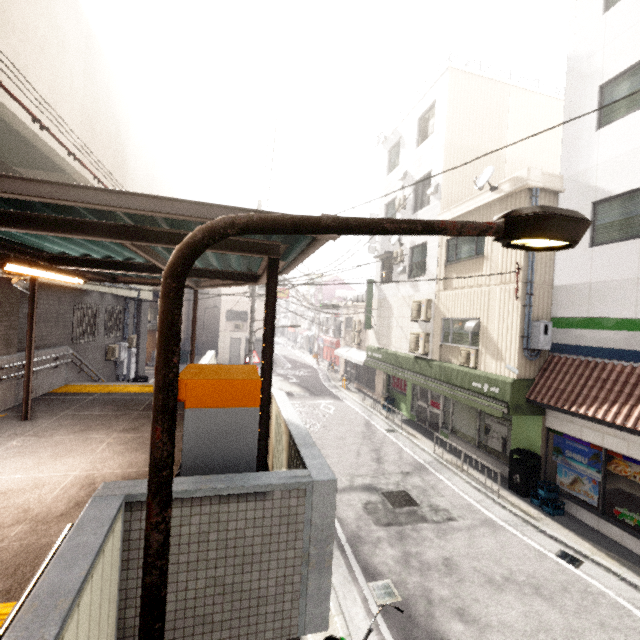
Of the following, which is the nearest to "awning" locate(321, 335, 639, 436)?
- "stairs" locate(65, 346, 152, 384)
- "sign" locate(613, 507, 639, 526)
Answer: "sign" locate(613, 507, 639, 526)

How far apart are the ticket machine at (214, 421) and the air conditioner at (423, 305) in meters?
10.3 m

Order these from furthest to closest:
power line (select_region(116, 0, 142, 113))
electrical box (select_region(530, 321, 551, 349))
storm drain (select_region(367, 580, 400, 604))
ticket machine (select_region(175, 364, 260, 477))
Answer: power line (select_region(116, 0, 142, 113)), electrical box (select_region(530, 321, 551, 349)), storm drain (select_region(367, 580, 400, 604)), ticket machine (select_region(175, 364, 260, 477))

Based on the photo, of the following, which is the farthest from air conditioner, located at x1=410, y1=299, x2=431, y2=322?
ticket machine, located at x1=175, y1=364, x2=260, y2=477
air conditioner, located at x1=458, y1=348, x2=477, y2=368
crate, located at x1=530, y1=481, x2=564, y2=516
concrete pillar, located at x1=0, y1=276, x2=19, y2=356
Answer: concrete pillar, located at x1=0, y1=276, x2=19, y2=356

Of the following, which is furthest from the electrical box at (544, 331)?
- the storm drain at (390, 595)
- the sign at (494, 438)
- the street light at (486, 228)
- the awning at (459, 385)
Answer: the street light at (486, 228)

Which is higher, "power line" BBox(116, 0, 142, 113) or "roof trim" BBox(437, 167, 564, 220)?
"power line" BBox(116, 0, 142, 113)

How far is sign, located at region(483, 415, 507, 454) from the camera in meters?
10.4 m

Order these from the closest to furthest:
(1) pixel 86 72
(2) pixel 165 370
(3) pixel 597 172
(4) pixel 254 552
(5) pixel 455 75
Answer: (2) pixel 165 370
(4) pixel 254 552
(1) pixel 86 72
(3) pixel 597 172
(5) pixel 455 75
